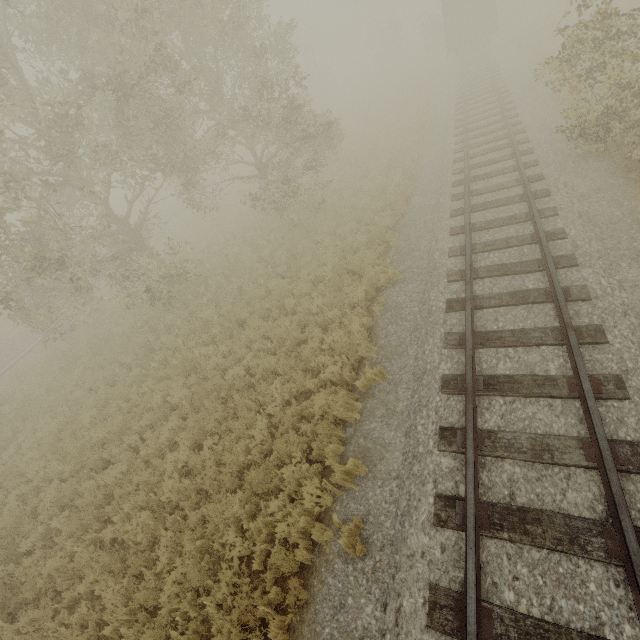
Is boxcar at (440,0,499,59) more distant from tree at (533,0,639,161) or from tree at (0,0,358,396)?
tree at (0,0,358,396)

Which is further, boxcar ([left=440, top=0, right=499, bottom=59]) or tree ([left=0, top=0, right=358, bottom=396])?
boxcar ([left=440, top=0, right=499, bottom=59])

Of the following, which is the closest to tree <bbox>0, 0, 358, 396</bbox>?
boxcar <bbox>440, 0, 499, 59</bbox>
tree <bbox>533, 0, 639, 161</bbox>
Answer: tree <bbox>533, 0, 639, 161</bbox>

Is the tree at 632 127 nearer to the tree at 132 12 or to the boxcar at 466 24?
the boxcar at 466 24

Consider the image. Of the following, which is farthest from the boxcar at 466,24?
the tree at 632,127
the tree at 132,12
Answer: the tree at 132,12

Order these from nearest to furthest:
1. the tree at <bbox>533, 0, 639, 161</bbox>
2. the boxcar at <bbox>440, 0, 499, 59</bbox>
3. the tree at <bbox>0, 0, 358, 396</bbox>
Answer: the tree at <bbox>533, 0, 639, 161</bbox> < the tree at <bbox>0, 0, 358, 396</bbox> < the boxcar at <bbox>440, 0, 499, 59</bbox>

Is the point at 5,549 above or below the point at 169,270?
below

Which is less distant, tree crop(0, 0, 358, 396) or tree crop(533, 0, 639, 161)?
tree crop(533, 0, 639, 161)
